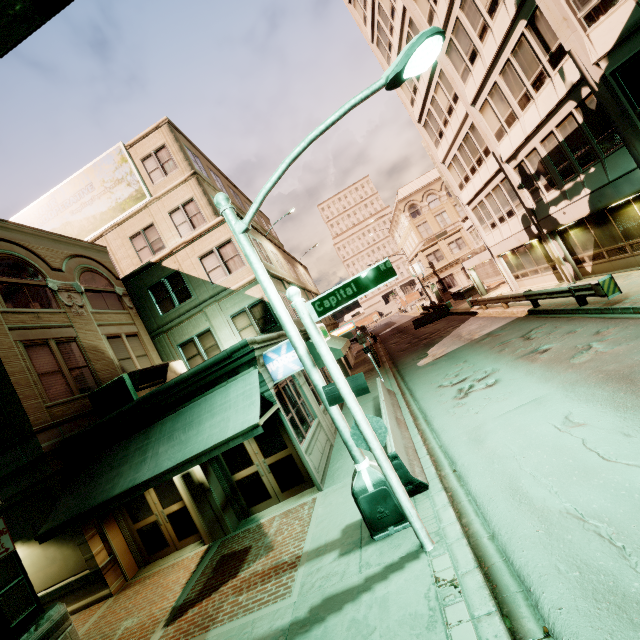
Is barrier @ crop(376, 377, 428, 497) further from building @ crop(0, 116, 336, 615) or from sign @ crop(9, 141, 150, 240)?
sign @ crop(9, 141, 150, 240)

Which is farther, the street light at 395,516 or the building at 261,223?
the building at 261,223

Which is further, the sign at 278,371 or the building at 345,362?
the building at 345,362

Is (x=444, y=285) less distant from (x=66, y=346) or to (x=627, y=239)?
(x=627, y=239)

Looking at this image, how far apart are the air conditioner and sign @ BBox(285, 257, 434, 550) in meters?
7.4

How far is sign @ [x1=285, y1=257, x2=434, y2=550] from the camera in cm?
518

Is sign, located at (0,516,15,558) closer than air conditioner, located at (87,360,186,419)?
Yes

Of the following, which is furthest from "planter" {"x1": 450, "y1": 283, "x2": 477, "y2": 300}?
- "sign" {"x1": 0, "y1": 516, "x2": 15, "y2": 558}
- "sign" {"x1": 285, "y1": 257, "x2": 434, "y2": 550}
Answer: "sign" {"x1": 0, "y1": 516, "x2": 15, "y2": 558}
